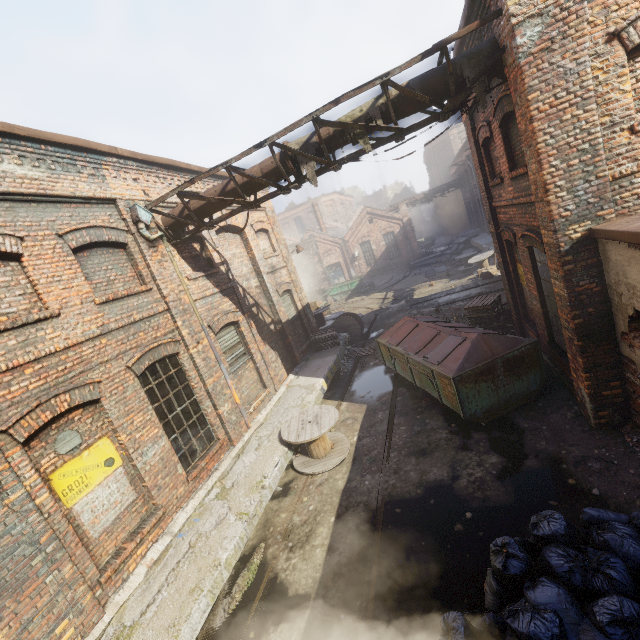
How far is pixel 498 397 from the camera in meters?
7.1

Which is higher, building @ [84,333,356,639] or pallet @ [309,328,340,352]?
pallet @ [309,328,340,352]

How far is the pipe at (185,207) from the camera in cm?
542

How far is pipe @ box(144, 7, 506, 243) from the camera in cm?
542

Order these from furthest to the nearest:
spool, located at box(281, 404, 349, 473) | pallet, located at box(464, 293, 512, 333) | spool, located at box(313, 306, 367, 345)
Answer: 1. spool, located at box(313, 306, 367, 345)
2. pallet, located at box(464, 293, 512, 333)
3. spool, located at box(281, 404, 349, 473)

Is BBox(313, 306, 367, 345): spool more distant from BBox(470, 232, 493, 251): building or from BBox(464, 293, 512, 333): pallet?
BBox(470, 232, 493, 251): building

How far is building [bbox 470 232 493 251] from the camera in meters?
21.9 m

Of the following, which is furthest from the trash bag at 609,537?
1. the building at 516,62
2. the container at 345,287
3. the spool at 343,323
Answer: the container at 345,287
